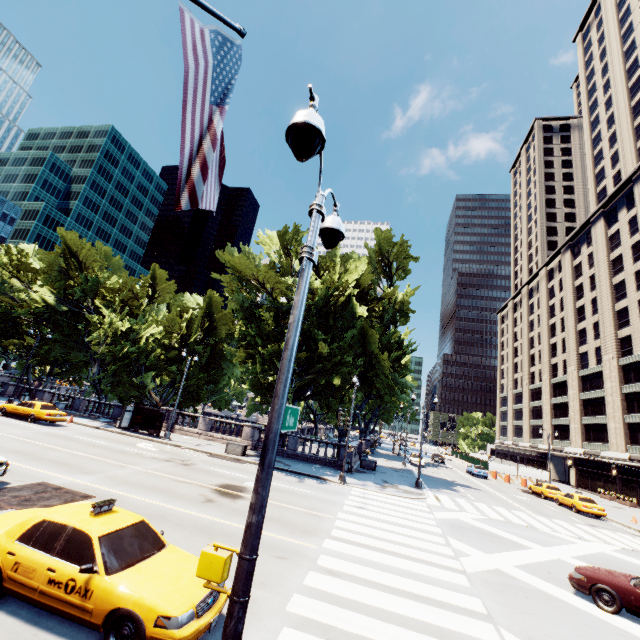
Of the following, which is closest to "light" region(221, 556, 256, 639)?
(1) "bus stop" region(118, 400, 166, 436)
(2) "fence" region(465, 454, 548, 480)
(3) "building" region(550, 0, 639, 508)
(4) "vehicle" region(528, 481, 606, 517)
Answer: (1) "bus stop" region(118, 400, 166, 436)

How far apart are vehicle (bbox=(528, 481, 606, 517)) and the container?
28.3m

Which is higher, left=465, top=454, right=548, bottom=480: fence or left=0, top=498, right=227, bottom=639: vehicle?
left=465, top=454, right=548, bottom=480: fence

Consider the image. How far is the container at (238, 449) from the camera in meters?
25.1

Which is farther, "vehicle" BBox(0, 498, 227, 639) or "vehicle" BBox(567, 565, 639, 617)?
"vehicle" BBox(567, 565, 639, 617)

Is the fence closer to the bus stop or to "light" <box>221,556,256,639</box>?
the bus stop

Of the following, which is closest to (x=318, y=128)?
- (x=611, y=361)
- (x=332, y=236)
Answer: (x=332, y=236)

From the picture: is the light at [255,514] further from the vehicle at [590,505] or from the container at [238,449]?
the vehicle at [590,505]
